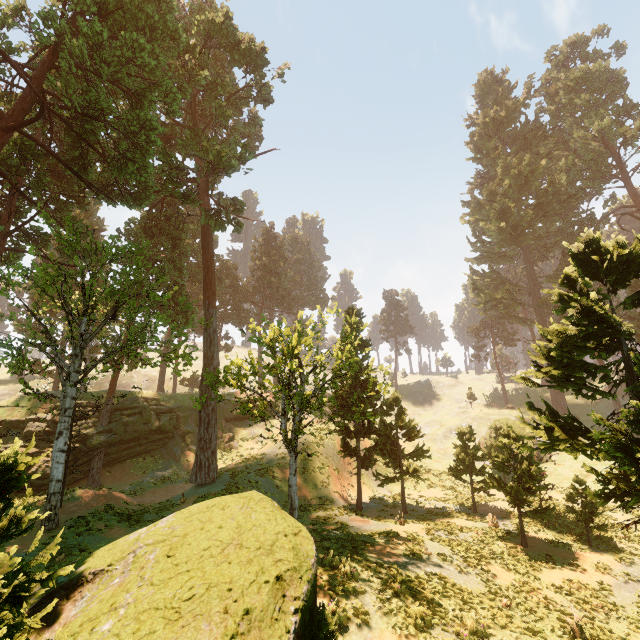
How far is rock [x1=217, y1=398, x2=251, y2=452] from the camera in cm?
3494

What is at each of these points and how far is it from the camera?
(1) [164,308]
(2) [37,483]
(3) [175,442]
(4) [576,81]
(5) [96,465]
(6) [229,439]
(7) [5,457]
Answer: (1) treerock, 31.0 meters
(2) rock, 25.1 meters
(3) rock, 33.6 meters
(4) treerock, 47.4 meters
(5) treerock, 27.7 meters
(6) rock, 35.3 meters
(7) treerock, 4.2 meters

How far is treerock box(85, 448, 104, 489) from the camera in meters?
27.1

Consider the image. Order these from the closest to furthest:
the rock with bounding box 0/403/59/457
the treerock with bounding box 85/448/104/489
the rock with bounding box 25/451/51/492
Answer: the rock with bounding box 25/451/51/492 → the rock with bounding box 0/403/59/457 → the treerock with bounding box 85/448/104/489

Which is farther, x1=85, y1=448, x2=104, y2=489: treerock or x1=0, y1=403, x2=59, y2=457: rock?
x1=85, y1=448, x2=104, y2=489: treerock

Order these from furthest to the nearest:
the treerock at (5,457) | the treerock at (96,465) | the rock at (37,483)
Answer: the treerock at (96,465) < the rock at (37,483) < the treerock at (5,457)

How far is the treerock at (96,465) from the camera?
27.1 meters
